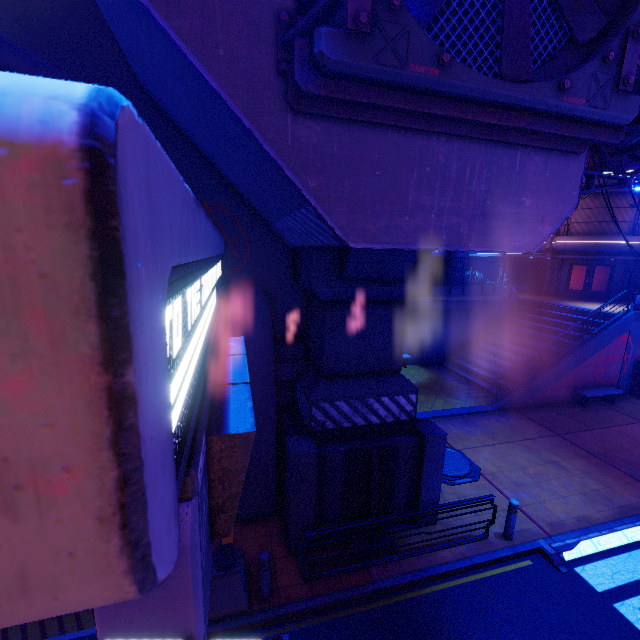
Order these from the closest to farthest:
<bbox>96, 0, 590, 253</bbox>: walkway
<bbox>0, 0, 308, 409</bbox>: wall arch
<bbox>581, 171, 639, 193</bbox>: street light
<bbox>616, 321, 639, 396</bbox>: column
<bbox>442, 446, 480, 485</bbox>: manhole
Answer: <bbox>96, 0, 590, 253</bbox>: walkway → <bbox>581, 171, 639, 193</bbox>: street light → <bbox>0, 0, 308, 409</bbox>: wall arch → <bbox>442, 446, 480, 485</bbox>: manhole → <bbox>616, 321, 639, 396</bbox>: column

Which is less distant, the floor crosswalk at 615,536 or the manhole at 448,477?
the floor crosswalk at 615,536

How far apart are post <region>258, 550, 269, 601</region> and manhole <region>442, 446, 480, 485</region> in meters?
5.9 m

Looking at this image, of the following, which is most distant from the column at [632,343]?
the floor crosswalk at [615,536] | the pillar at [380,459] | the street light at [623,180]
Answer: the pillar at [380,459]

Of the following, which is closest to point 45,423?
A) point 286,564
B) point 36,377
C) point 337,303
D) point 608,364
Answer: point 36,377

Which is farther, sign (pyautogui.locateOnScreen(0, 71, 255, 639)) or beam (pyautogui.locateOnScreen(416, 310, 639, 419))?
beam (pyautogui.locateOnScreen(416, 310, 639, 419))

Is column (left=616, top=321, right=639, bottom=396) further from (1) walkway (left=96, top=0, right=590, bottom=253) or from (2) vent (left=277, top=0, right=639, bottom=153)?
(2) vent (left=277, top=0, right=639, bottom=153)

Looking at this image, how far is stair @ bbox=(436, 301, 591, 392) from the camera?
18.2 meters
